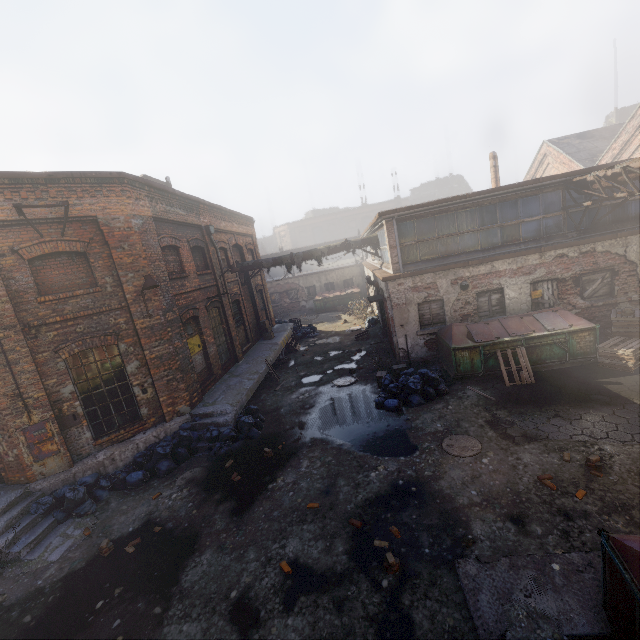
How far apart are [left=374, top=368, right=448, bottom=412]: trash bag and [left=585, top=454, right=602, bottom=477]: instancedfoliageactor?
4.06m

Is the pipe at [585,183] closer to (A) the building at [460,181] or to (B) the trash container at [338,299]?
(B) the trash container at [338,299]

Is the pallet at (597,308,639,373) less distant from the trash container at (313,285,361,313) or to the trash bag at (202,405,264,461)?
the trash bag at (202,405,264,461)

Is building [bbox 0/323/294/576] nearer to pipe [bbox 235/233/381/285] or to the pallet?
pipe [bbox 235/233/381/285]

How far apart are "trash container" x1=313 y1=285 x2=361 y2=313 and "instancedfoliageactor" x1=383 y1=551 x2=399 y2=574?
24.7m

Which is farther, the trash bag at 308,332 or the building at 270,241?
the building at 270,241

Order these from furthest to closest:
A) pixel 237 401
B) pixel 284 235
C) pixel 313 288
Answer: pixel 284 235, pixel 313 288, pixel 237 401

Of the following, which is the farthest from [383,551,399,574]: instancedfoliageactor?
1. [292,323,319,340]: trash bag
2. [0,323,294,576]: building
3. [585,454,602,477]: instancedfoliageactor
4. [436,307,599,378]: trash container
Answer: [292,323,319,340]: trash bag
